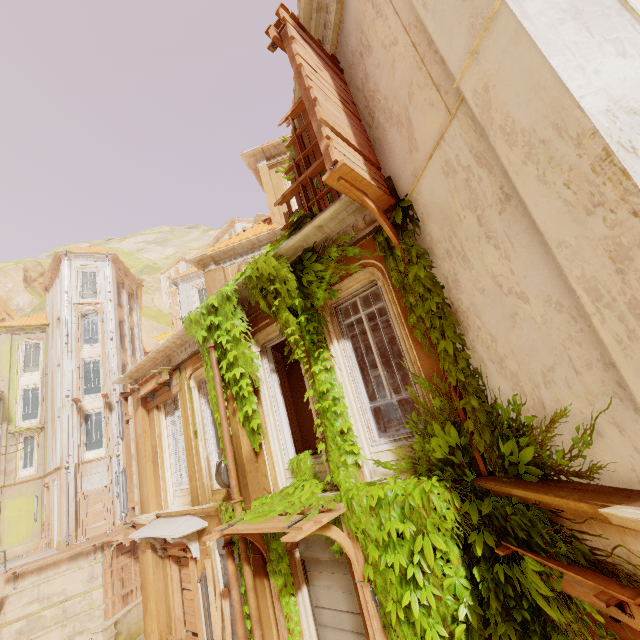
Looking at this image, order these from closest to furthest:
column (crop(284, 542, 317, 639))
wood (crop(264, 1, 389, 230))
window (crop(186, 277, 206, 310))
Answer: wood (crop(264, 1, 389, 230))
column (crop(284, 542, 317, 639))
window (crop(186, 277, 206, 310))

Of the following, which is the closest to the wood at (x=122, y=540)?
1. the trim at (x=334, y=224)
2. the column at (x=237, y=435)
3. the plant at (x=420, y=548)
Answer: the plant at (x=420, y=548)

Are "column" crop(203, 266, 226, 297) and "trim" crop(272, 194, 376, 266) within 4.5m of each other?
no

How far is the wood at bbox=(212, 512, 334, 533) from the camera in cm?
452

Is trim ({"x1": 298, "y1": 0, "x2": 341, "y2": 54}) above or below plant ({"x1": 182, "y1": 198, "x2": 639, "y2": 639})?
above

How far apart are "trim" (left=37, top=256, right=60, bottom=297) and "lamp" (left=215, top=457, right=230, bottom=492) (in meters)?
27.19

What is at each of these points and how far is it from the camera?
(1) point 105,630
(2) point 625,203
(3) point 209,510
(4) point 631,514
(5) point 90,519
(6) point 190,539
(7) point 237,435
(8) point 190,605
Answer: (1) column, 11.5 meters
(2) column, 2.0 meters
(3) column, 7.7 meters
(4) column, 2.1 meters
(5) wood, 20.2 meters
(6) support, 8.1 meters
(7) column, 7.0 meters
(8) wood, 8.5 meters

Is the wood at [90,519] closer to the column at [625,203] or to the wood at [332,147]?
the wood at [332,147]
